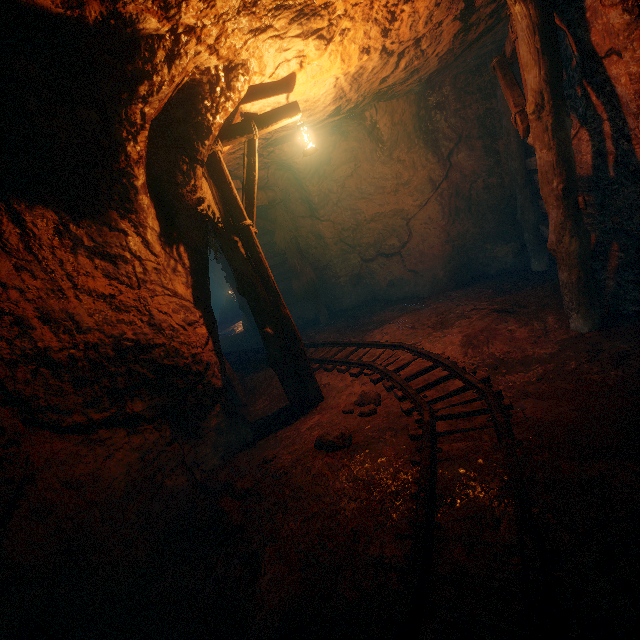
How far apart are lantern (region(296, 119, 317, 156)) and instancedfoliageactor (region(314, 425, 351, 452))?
3.8m

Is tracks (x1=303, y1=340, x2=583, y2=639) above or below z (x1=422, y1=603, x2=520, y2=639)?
above

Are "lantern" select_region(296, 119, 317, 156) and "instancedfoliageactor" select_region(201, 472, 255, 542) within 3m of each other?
no

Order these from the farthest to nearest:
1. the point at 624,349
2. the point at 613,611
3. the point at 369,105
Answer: the point at 369,105
the point at 624,349
the point at 613,611

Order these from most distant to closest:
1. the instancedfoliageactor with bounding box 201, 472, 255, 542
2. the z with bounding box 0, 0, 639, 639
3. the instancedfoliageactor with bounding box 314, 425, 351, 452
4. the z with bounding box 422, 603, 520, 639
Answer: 1. the instancedfoliageactor with bounding box 314, 425, 351, 452
2. the instancedfoliageactor with bounding box 201, 472, 255, 542
3. the z with bounding box 0, 0, 639, 639
4. the z with bounding box 422, 603, 520, 639

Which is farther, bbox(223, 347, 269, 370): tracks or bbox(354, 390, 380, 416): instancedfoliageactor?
bbox(223, 347, 269, 370): tracks

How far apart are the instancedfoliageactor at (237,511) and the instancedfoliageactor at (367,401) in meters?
1.6 m

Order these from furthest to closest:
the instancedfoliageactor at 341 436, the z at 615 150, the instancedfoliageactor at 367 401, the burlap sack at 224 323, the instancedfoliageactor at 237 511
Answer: the burlap sack at 224 323, the instancedfoliageactor at 367 401, the instancedfoliageactor at 341 436, the instancedfoliageactor at 237 511, the z at 615 150
